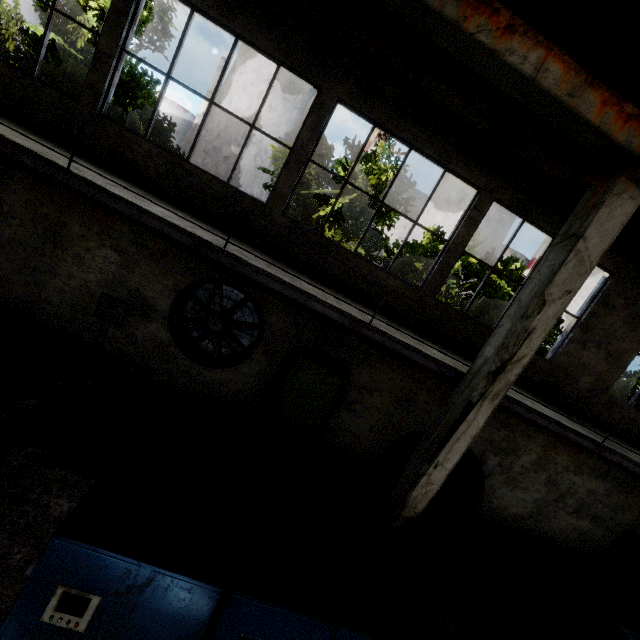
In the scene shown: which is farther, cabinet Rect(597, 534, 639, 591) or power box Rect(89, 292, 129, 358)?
cabinet Rect(597, 534, 639, 591)

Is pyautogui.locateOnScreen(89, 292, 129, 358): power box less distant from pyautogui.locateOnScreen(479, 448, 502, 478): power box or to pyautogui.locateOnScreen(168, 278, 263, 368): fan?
pyautogui.locateOnScreen(168, 278, 263, 368): fan

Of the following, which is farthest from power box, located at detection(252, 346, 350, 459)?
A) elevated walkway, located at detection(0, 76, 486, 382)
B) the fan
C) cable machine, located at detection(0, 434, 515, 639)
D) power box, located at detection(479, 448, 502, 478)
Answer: power box, located at detection(479, 448, 502, 478)

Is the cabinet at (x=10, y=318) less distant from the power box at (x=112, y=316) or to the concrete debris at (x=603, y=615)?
the power box at (x=112, y=316)

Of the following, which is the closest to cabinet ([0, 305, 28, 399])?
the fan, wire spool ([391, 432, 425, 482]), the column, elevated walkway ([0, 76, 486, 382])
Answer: Answer: elevated walkway ([0, 76, 486, 382])

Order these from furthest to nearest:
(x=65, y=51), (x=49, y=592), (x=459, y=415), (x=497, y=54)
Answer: (x=65, y=51), (x=459, y=415), (x=497, y=54), (x=49, y=592)

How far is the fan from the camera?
7.4 meters

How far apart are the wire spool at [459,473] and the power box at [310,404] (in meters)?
2.05
